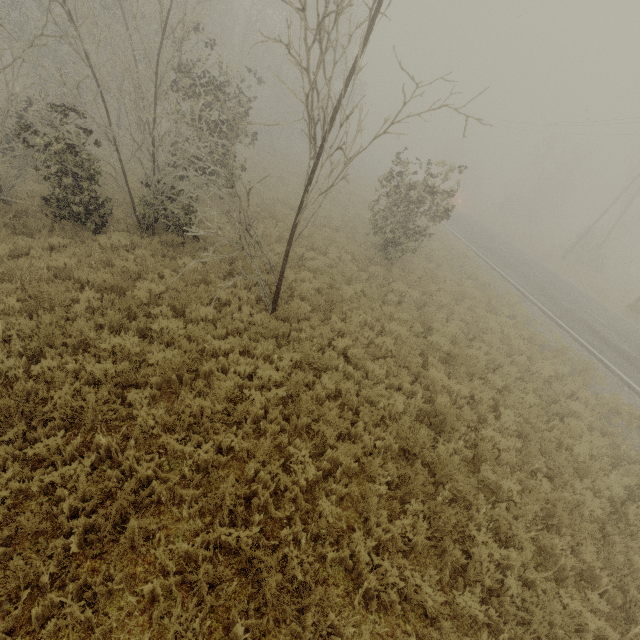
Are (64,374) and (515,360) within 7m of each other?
no
